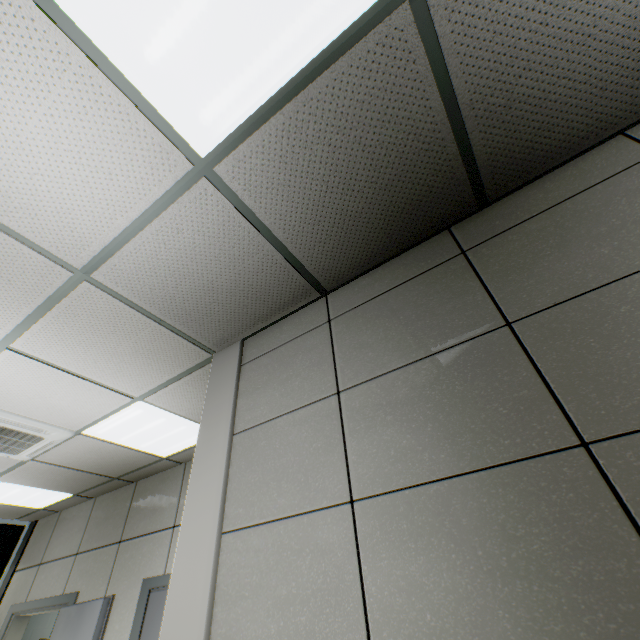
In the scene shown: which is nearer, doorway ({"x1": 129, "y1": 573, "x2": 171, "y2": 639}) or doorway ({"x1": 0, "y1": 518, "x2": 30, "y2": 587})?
doorway ({"x1": 129, "y1": 573, "x2": 171, "y2": 639})

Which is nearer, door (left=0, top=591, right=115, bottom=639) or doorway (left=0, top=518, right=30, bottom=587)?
door (left=0, top=591, right=115, bottom=639)

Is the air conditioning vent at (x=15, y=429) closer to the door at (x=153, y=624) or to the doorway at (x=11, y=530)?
the door at (x=153, y=624)

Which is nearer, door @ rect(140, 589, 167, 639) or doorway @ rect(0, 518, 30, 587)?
door @ rect(140, 589, 167, 639)

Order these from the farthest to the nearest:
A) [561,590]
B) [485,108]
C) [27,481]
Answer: [27,481], [485,108], [561,590]

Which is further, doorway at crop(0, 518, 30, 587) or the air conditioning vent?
doorway at crop(0, 518, 30, 587)

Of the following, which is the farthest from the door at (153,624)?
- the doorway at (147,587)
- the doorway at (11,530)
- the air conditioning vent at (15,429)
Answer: the doorway at (11,530)

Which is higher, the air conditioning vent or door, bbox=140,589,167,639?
the air conditioning vent
